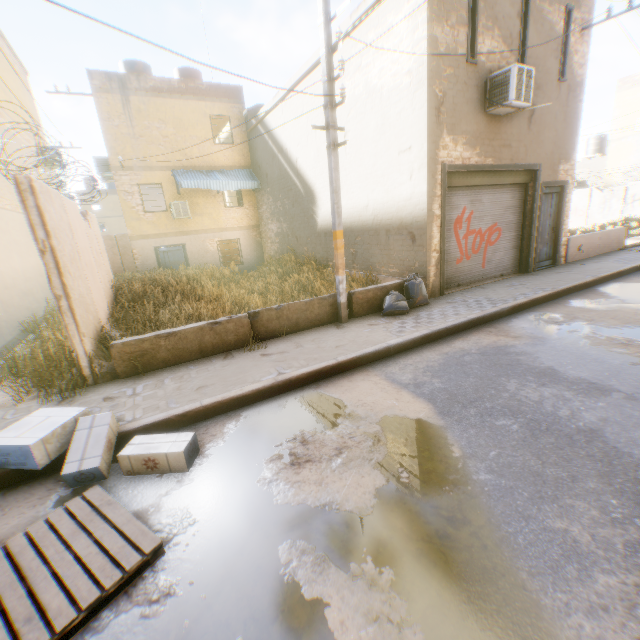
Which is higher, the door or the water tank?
the water tank

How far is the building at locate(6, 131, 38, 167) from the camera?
11.01m

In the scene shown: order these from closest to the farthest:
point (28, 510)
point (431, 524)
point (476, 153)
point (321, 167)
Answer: point (431, 524)
point (28, 510)
point (476, 153)
point (321, 167)

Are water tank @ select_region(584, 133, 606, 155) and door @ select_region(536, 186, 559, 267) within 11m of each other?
no

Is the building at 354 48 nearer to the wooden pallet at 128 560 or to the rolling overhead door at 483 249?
the rolling overhead door at 483 249

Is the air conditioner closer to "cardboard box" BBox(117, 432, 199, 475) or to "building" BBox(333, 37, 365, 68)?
"building" BBox(333, 37, 365, 68)

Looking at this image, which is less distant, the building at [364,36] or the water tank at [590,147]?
the building at [364,36]

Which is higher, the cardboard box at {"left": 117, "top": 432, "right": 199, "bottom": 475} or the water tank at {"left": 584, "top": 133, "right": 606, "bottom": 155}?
the water tank at {"left": 584, "top": 133, "right": 606, "bottom": 155}
